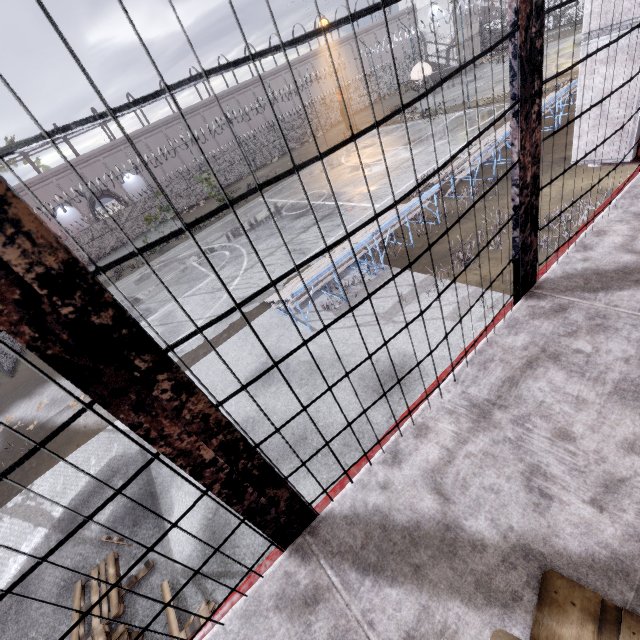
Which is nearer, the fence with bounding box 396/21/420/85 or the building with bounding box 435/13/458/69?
the fence with bounding box 396/21/420/85

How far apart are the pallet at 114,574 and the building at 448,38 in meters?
45.3 m

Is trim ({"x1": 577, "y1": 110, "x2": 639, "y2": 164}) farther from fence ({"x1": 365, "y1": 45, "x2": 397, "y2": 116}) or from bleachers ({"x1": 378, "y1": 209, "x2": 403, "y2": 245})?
bleachers ({"x1": 378, "y1": 209, "x2": 403, "y2": 245})

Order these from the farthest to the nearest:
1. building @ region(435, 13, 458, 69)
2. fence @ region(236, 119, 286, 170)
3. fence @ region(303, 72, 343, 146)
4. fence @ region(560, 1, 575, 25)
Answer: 1. fence @ region(236, 119, 286, 170)
2. fence @ region(560, 1, 575, 25)
3. building @ region(435, 13, 458, 69)
4. fence @ region(303, 72, 343, 146)

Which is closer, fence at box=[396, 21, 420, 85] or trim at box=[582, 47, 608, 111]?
trim at box=[582, 47, 608, 111]

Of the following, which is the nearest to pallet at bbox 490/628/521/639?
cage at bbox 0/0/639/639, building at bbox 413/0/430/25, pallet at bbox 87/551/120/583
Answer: cage at bbox 0/0/639/639

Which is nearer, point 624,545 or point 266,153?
point 624,545

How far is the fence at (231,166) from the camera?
34.43m
